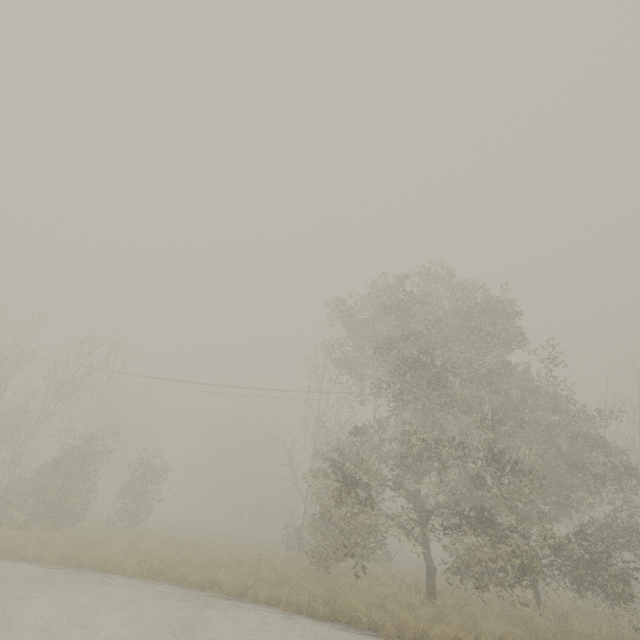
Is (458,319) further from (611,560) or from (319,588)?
(319,588)
